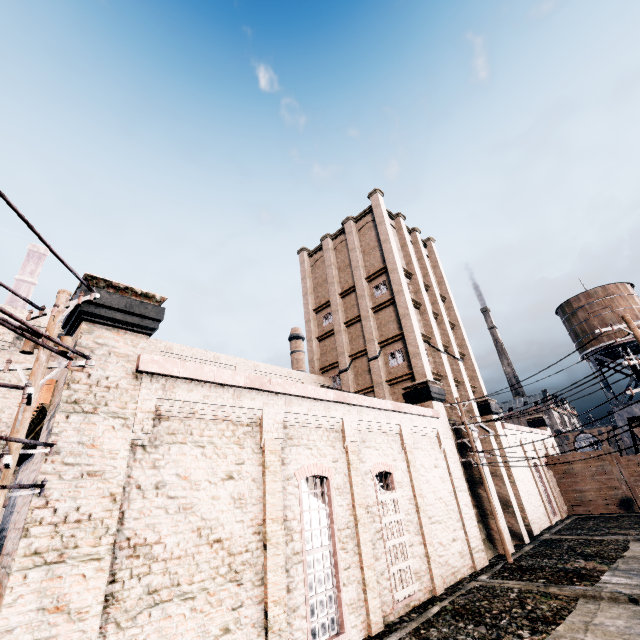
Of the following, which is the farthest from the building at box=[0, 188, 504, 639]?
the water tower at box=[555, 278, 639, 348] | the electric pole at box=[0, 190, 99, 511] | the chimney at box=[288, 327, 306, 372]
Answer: the chimney at box=[288, 327, 306, 372]

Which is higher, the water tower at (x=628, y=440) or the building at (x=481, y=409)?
the building at (x=481, y=409)

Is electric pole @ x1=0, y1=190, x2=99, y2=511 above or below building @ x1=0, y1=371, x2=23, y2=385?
below

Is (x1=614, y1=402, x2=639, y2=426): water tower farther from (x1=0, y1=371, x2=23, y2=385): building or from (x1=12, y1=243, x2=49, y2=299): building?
(x1=12, y1=243, x2=49, y2=299): building

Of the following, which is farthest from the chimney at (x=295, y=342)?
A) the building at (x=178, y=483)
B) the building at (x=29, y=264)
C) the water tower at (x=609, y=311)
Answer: the building at (x=29, y=264)

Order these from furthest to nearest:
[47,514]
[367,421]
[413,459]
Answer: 1. [413,459]
2. [367,421]
3. [47,514]

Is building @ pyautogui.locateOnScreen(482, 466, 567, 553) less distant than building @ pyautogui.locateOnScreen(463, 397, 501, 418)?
Yes

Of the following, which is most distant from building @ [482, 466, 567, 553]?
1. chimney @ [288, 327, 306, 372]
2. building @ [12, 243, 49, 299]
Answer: building @ [12, 243, 49, 299]
